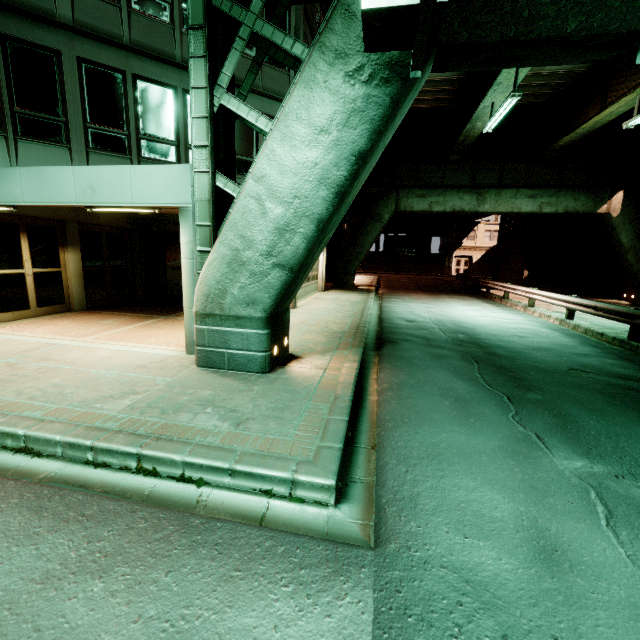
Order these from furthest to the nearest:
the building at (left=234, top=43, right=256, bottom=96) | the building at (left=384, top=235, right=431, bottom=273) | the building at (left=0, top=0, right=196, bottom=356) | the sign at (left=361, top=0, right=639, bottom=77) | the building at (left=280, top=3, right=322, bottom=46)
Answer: the building at (left=384, top=235, right=431, bottom=273) → the building at (left=280, top=3, right=322, bottom=46) → the building at (left=234, top=43, right=256, bottom=96) → the building at (left=0, top=0, right=196, bottom=356) → the sign at (left=361, top=0, right=639, bottom=77)

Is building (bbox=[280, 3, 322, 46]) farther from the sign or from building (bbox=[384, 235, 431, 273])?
building (bbox=[384, 235, 431, 273])

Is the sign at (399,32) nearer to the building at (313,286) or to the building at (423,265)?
the building at (313,286)

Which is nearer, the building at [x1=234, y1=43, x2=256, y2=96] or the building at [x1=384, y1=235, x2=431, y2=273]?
the building at [x1=234, y1=43, x2=256, y2=96]

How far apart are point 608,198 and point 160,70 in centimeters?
2459cm

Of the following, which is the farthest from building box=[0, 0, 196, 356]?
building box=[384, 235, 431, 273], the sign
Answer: building box=[384, 235, 431, 273]

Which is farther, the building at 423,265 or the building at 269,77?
the building at 423,265
